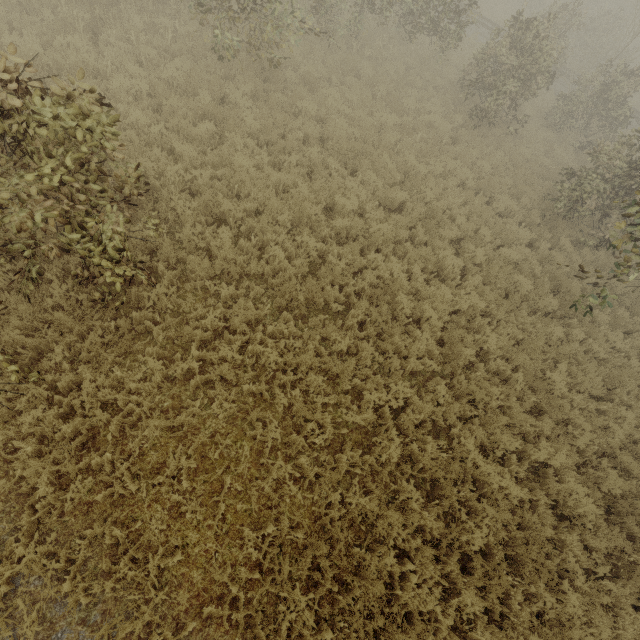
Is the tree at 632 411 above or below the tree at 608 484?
below

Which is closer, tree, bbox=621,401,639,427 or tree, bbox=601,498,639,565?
tree, bbox=601,498,639,565

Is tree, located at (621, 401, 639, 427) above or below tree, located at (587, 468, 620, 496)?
below

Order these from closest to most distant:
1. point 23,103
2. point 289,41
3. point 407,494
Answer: point 23,103, point 407,494, point 289,41

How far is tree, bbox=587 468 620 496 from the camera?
6.7 meters

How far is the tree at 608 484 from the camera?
6.71m
